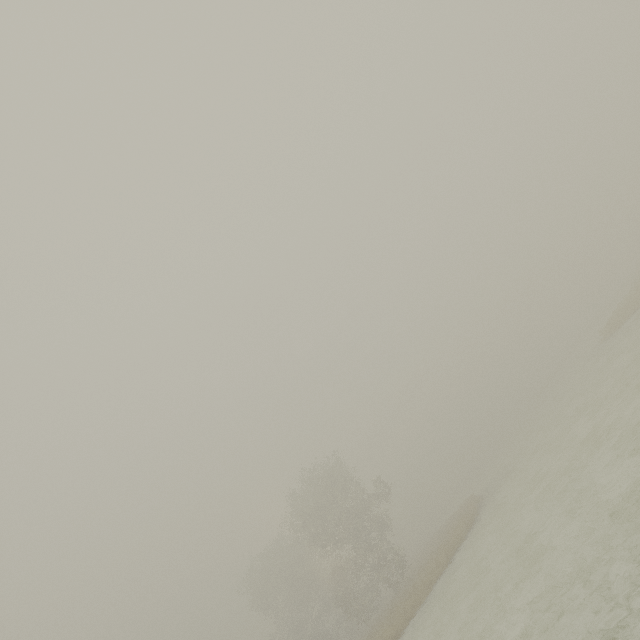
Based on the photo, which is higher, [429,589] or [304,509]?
[304,509]
